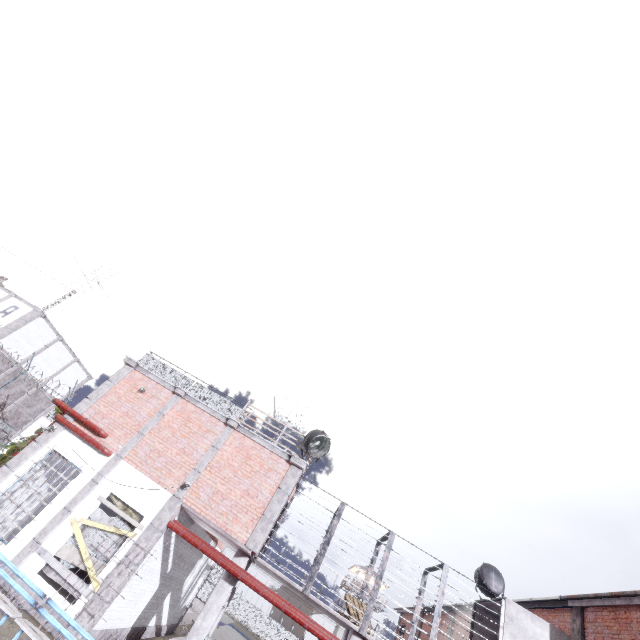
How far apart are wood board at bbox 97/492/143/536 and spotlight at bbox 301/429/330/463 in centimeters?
564cm

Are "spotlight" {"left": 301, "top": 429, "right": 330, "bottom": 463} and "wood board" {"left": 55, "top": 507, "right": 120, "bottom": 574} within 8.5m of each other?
yes

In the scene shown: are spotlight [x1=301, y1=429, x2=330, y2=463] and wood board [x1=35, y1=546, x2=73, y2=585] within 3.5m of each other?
no

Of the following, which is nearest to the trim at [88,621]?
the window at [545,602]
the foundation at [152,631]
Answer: the foundation at [152,631]

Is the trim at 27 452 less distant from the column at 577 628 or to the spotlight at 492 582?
the spotlight at 492 582

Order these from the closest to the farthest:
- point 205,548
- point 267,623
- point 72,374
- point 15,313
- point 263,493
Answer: Answer: point 205,548, point 263,493, point 15,313, point 72,374, point 267,623

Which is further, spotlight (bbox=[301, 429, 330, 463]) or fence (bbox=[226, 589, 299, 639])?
fence (bbox=[226, 589, 299, 639])

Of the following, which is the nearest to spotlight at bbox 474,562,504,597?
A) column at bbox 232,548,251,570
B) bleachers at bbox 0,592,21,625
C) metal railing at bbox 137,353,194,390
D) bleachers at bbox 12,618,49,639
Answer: column at bbox 232,548,251,570
